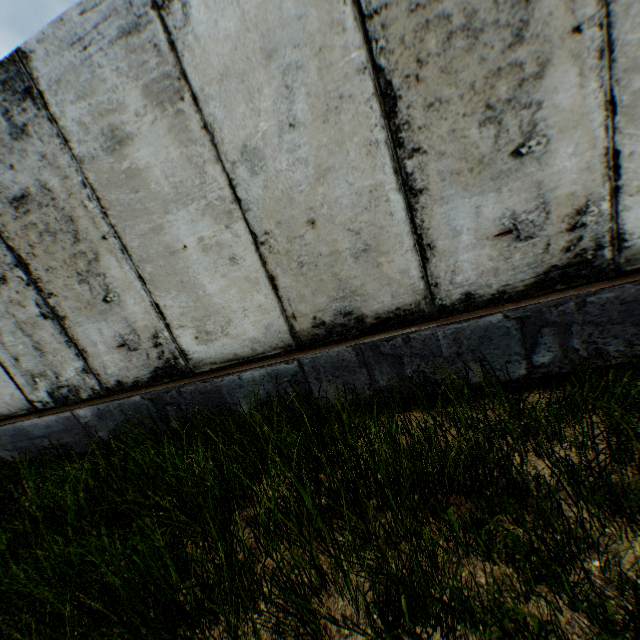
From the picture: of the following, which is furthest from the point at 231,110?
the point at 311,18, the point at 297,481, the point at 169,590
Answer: the point at 169,590
